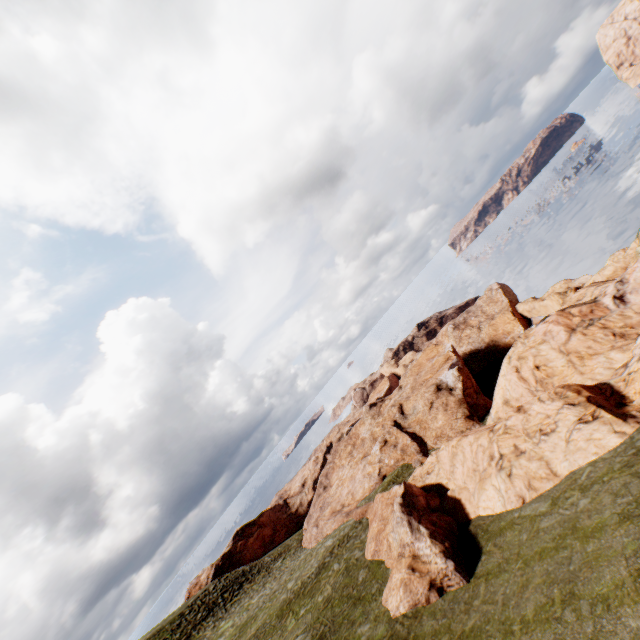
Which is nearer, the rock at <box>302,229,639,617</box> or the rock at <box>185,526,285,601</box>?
the rock at <box>302,229,639,617</box>

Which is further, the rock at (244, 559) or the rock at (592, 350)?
the rock at (244, 559)

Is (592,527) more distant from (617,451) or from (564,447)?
(564,447)

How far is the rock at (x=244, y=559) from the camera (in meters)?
52.38

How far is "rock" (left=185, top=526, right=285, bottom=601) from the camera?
52.4m
